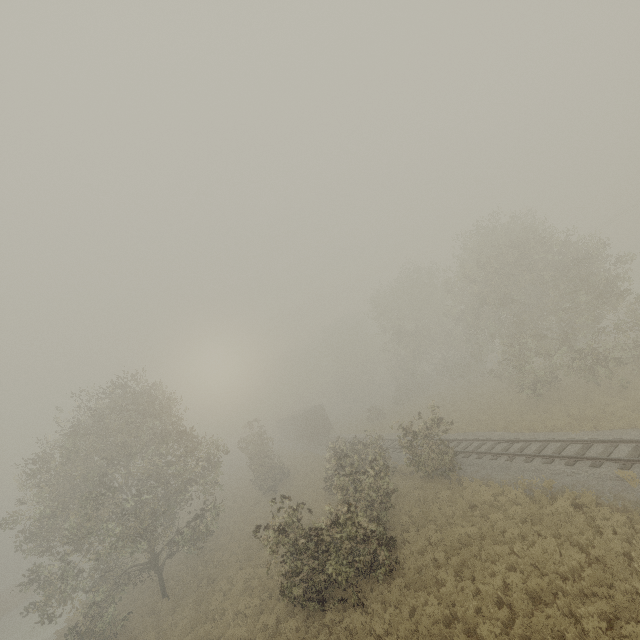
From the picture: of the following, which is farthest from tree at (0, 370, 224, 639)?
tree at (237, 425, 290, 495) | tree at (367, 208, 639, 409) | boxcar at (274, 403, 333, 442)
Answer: boxcar at (274, 403, 333, 442)

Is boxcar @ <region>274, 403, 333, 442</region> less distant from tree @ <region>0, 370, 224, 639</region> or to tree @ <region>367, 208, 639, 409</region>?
tree @ <region>367, 208, 639, 409</region>

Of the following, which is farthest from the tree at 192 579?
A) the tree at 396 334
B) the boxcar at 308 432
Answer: the boxcar at 308 432

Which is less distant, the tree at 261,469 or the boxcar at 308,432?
the tree at 261,469

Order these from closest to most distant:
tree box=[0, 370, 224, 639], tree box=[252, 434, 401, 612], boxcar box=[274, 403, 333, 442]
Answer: tree box=[252, 434, 401, 612] < tree box=[0, 370, 224, 639] < boxcar box=[274, 403, 333, 442]

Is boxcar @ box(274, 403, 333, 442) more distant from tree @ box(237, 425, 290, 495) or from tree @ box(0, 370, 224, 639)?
tree @ box(0, 370, 224, 639)

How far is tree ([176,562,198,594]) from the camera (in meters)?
20.69

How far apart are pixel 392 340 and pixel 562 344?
20.4 meters
